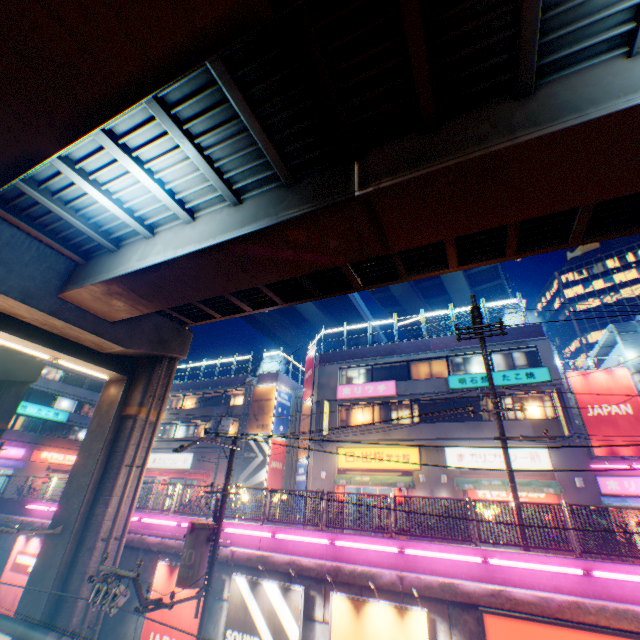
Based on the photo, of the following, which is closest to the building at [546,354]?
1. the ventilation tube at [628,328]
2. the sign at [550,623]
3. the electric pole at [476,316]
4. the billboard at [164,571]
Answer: the ventilation tube at [628,328]

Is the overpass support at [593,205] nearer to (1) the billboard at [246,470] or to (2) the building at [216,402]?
(2) the building at [216,402]

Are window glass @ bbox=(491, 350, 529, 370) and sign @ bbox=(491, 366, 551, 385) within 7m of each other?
yes

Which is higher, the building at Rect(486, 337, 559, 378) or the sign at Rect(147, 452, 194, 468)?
the building at Rect(486, 337, 559, 378)

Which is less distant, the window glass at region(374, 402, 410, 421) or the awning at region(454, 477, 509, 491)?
the awning at region(454, 477, 509, 491)

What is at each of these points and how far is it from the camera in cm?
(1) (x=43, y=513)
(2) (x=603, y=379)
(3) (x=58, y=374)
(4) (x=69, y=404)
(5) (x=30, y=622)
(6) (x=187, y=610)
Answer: (1) concrete block, 1731
(2) billboard, 1950
(3) window glass, 3975
(4) window glass, 4031
(5) canopy, 354
(6) billboard, 1077

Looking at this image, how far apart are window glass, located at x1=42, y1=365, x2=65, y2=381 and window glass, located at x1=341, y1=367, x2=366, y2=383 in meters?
36.6 m

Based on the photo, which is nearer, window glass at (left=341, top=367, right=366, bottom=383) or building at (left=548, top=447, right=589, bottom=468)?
building at (left=548, top=447, right=589, bottom=468)
